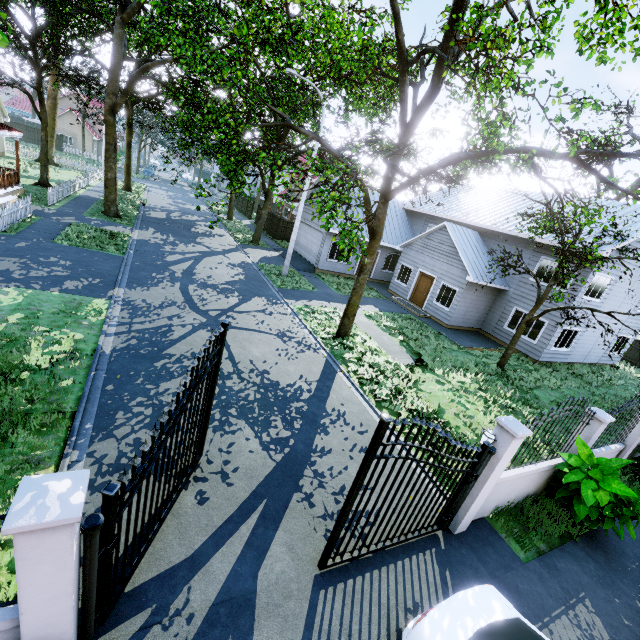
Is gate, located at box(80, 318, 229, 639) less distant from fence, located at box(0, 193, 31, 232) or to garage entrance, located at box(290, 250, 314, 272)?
garage entrance, located at box(290, 250, 314, 272)

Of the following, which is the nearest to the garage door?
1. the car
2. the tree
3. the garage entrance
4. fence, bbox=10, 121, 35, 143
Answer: the garage entrance

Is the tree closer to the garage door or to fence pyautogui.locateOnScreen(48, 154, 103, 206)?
fence pyautogui.locateOnScreen(48, 154, 103, 206)

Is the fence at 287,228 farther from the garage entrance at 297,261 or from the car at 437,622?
the car at 437,622

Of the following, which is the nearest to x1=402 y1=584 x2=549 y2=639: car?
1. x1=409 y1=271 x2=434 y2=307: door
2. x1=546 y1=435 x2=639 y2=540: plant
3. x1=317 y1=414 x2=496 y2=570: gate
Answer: → x1=317 y1=414 x2=496 y2=570: gate

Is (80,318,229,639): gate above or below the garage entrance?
above

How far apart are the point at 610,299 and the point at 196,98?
27.76m

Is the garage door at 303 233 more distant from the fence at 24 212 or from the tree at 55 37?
the fence at 24 212
